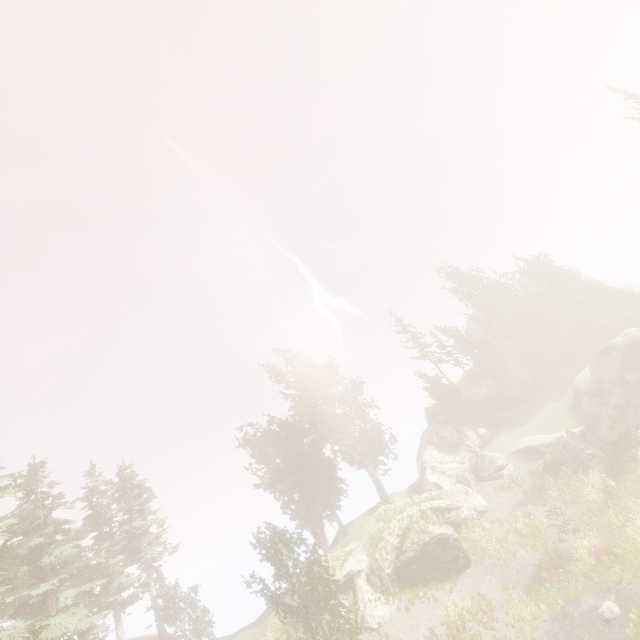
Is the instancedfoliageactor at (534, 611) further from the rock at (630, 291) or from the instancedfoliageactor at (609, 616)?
the instancedfoliageactor at (609, 616)

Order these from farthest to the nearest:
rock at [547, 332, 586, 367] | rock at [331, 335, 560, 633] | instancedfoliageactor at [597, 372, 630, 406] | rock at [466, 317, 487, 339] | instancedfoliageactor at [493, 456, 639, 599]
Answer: rock at [466, 317, 487, 339] < rock at [547, 332, 586, 367] < instancedfoliageactor at [597, 372, 630, 406] < rock at [331, 335, 560, 633] < instancedfoliageactor at [493, 456, 639, 599]

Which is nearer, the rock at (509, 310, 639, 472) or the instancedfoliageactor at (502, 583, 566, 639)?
the instancedfoliageactor at (502, 583, 566, 639)

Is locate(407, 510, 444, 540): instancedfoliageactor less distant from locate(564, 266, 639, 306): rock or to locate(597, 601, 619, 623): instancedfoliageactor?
locate(564, 266, 639, 306): rock

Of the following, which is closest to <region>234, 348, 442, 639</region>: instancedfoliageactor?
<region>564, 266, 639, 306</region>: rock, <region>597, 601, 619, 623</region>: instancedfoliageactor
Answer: <region>564, 266, 639, 306</region>: rock

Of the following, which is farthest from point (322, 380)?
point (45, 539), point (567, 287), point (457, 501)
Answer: point (567, 287)

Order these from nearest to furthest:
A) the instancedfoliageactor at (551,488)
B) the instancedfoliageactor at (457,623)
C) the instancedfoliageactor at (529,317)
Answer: the instancedfoliageactor at (551,488) < the instancedfoliageactor at (457,623) < the instancedfoliageactor at (529,317)
